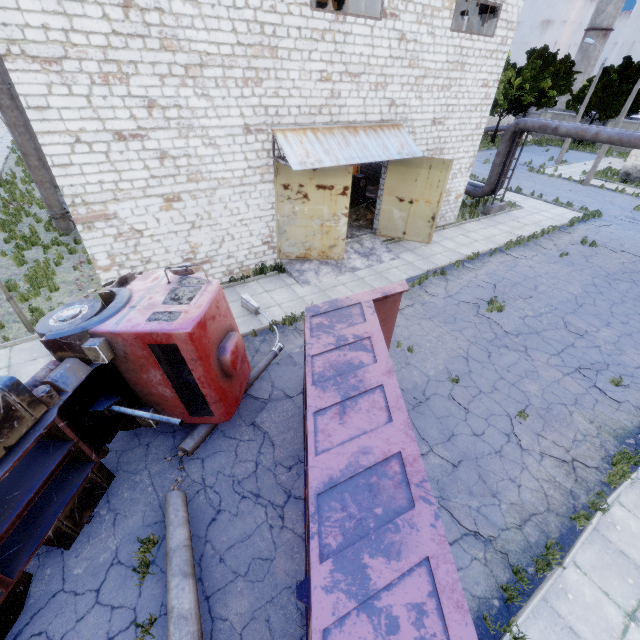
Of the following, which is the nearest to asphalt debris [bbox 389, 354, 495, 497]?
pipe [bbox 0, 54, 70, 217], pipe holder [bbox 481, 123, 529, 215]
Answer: pipe [bbox 0, 54, 70, 217]

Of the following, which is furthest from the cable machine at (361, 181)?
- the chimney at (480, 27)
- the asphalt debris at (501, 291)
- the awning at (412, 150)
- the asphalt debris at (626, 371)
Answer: the chimney at (480, 27)

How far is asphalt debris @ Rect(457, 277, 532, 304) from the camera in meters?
12.9

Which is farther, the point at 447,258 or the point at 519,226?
the point at 519,226

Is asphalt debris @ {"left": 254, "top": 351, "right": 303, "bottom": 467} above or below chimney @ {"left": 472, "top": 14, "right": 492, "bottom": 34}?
below

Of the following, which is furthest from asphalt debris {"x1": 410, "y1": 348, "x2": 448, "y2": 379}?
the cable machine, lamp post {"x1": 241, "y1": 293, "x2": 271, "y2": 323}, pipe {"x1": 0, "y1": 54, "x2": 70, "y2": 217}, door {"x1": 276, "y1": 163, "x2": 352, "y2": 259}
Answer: pipe {"x1": 0, "y1": 54, "x2": 70, "y2": 217}

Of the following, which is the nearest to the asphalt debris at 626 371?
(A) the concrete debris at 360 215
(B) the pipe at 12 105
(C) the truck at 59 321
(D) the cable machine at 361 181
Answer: (C) the truck at 59 321

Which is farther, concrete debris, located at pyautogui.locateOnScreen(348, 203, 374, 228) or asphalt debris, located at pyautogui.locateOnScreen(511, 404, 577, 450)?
concrete debris, located at pyautogui.locateOnScreen(348, 203, 374, 228)
